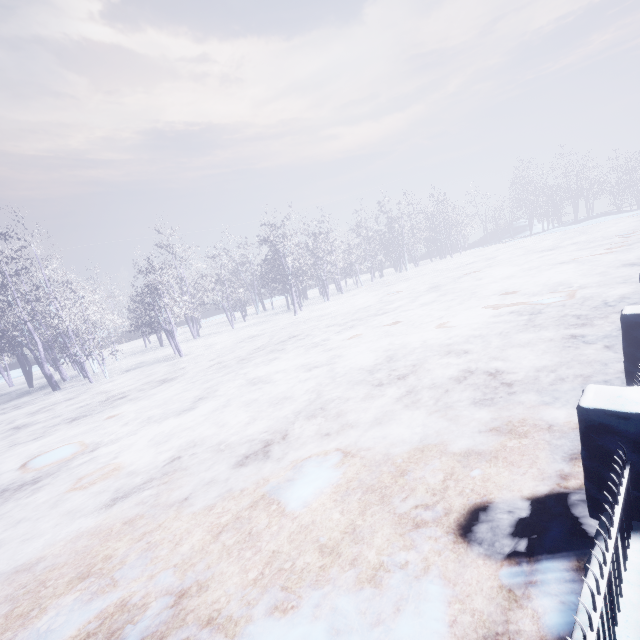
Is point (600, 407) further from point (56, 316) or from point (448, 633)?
point (56, 316)
